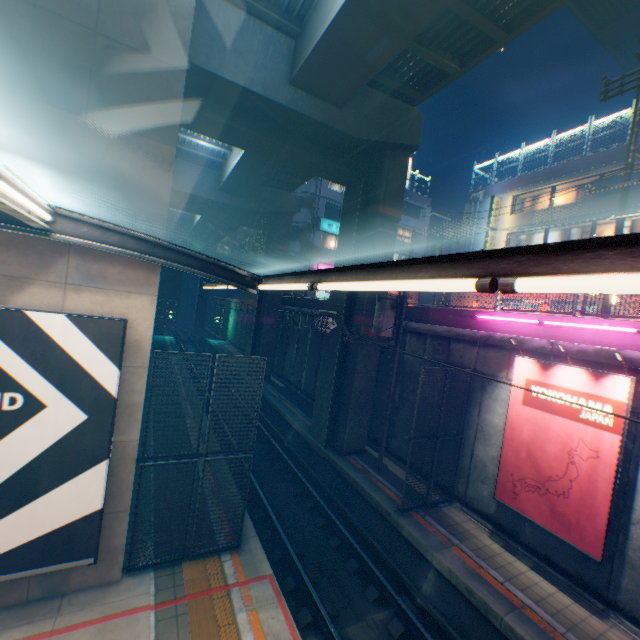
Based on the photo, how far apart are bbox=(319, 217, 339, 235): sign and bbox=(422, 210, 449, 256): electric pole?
8.6m

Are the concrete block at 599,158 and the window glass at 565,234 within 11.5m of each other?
yes

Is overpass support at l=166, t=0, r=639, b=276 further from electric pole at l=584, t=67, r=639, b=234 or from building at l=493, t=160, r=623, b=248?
electric pole at l=584, t=67, r=639, b=234

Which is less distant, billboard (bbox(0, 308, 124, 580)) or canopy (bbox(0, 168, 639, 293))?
canopy (bbox(0, 168, 639, 293))

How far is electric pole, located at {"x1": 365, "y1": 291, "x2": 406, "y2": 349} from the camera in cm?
1240

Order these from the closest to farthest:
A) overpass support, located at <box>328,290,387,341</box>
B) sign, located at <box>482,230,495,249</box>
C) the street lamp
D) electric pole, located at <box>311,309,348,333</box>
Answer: the street lamp, electric pole, located at <box>311,309,348,333</box>, overpass support, located at <box>328,290,387,341</box>, sign, located at <box>482,230,495,249</box>

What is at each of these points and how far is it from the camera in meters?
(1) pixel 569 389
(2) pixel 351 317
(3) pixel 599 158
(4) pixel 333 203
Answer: (1) billboard, 8.3
(2) overpass support, 14.7
(3) concrete block, 20.5
(4) building, 33.3

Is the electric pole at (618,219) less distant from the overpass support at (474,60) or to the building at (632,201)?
the overpass support at (474,60)
